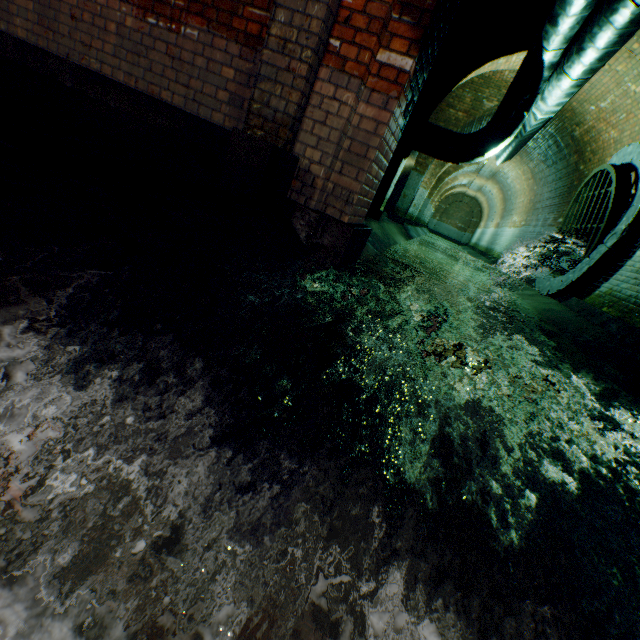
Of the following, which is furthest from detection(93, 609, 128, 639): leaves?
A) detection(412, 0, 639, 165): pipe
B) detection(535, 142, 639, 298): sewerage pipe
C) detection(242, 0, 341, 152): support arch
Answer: detection(535, 142, 639, 298): sewerage pipe

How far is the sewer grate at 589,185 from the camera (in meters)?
6.09

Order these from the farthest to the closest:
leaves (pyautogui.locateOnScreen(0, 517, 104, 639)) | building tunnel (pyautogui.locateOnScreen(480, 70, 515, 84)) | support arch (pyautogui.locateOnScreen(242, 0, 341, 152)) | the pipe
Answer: building tunnel (pyautogui.locateOnScreen(480, 70, 515, 84)) < the pipe < support arch (pyautogui.locateOnScreen(242, 0, 341, 152)) < leaves (pyautogui.locateOnScreen(0, 517, 104, 639))

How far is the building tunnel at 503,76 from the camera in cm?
806

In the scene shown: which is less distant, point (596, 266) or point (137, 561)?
point (137, 561)

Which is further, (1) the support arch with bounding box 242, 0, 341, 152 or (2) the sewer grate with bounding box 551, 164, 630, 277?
(2) the sewer grate with bounding box 551, 164, 630, 277

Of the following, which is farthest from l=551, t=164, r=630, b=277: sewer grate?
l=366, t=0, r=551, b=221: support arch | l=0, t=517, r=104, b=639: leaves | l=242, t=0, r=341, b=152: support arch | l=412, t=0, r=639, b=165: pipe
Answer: l=0, t=517, r=104, b=639: leaves

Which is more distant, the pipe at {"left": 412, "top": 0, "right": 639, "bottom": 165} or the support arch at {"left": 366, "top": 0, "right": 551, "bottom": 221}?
the support arch at {"left": 366, "top": 0, "right": 551, "bottom": 221}
